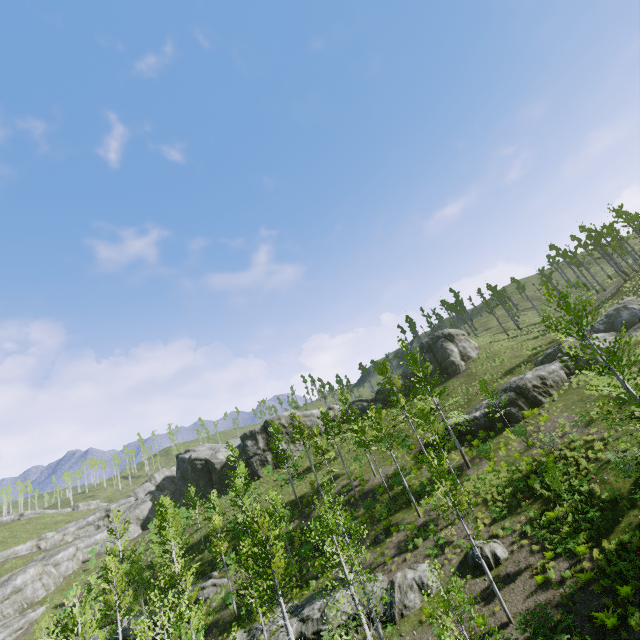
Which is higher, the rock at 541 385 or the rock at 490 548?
the rock at 541 385

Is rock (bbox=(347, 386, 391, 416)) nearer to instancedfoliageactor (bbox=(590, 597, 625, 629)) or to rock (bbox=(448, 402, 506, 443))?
rock (bbox=(448, 402, 506, 443))

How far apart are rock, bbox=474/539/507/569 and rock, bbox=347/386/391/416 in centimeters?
2964cm

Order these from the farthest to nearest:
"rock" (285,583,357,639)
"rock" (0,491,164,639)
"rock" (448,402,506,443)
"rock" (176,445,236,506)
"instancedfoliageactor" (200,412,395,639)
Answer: "rock" (176,445,236,506), "rock" (0,491,164,639), "rock" (448,402,506,443), "rock" (285,583,357,639), "instancedfoliageactor" (200,412,395,639)

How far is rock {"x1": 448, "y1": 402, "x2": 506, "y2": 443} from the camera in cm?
2878

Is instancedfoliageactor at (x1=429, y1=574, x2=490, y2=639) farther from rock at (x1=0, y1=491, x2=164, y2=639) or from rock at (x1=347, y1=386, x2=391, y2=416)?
rock at (x1=347, y1=386, x2=391, y2=416)

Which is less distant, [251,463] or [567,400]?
[567,400]

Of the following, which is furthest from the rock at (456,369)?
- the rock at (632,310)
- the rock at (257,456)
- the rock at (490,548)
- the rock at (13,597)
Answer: the rock at (13,597)
